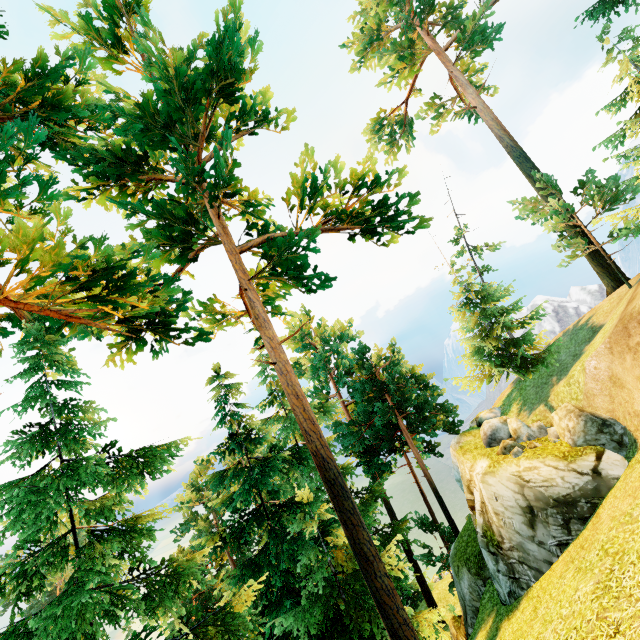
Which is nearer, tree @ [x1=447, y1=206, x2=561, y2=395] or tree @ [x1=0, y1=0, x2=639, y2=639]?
tree @ [x1=0, y1=0, x2=639, y2=639]

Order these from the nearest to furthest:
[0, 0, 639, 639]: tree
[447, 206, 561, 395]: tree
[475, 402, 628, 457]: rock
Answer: [0, 0, 639, 639]: tree → [475, 402, 628, 457]: rock → [447, 206, 561, 395]: tree

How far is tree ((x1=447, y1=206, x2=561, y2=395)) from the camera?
20.7m

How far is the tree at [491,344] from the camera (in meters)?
20.66

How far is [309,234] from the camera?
8.76m

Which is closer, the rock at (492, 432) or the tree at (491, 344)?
the rock at (492, 432)

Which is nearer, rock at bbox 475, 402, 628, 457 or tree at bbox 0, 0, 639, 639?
tree at bbox 0, 0, 639, 639
